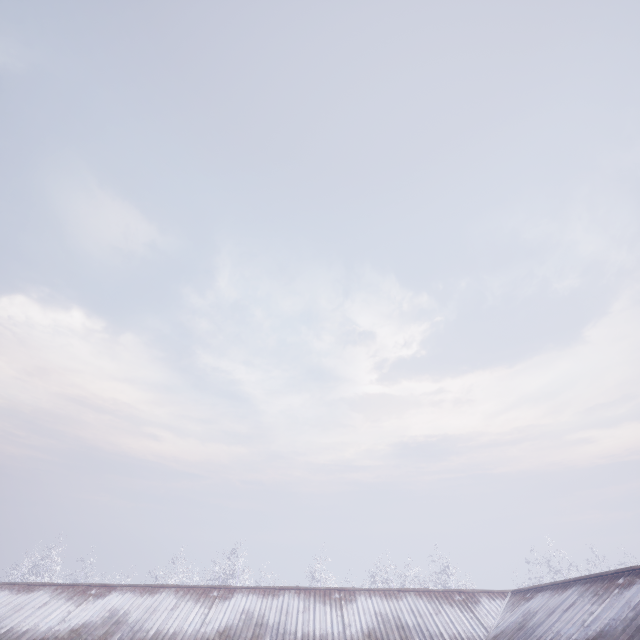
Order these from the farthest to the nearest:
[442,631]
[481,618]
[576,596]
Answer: [481,618] → [442,631] → [576,596]
